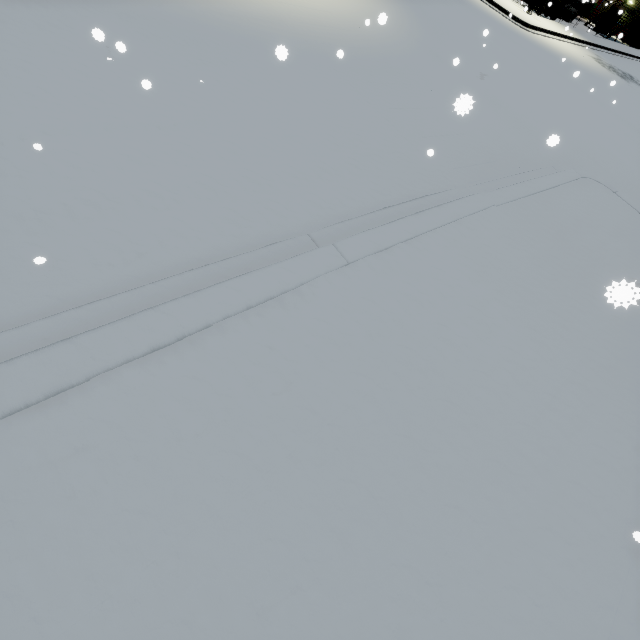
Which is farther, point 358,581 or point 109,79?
point 109,79

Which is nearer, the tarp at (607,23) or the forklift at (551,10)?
the forklift at (551,10)

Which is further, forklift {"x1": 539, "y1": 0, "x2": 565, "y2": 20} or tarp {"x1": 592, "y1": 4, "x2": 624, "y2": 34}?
tarp {"x1": 592, "y1": 4, "x2": 624, "y2": 34}
